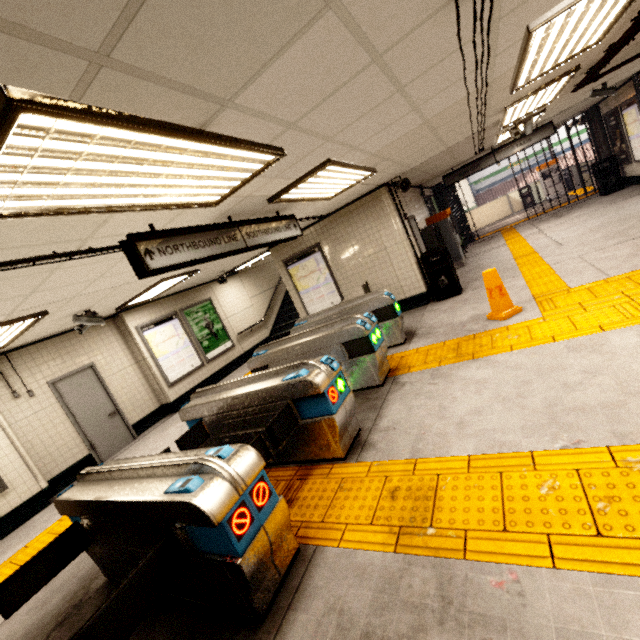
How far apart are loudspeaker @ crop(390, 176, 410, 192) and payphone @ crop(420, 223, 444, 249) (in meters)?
2.16

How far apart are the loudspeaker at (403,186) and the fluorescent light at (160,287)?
4.7 meters

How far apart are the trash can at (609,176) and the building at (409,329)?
8.9 meters

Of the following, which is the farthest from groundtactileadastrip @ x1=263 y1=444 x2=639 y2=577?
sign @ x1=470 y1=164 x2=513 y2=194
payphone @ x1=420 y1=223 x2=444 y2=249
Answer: sign @ x1=470 y1=164 x2=513 y2=194

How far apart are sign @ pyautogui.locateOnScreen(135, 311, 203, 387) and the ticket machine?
8.1 meters

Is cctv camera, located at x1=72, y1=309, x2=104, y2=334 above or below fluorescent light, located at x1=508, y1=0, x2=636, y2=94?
below

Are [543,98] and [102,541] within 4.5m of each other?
no

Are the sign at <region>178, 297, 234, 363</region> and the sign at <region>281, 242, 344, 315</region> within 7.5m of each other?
yes
